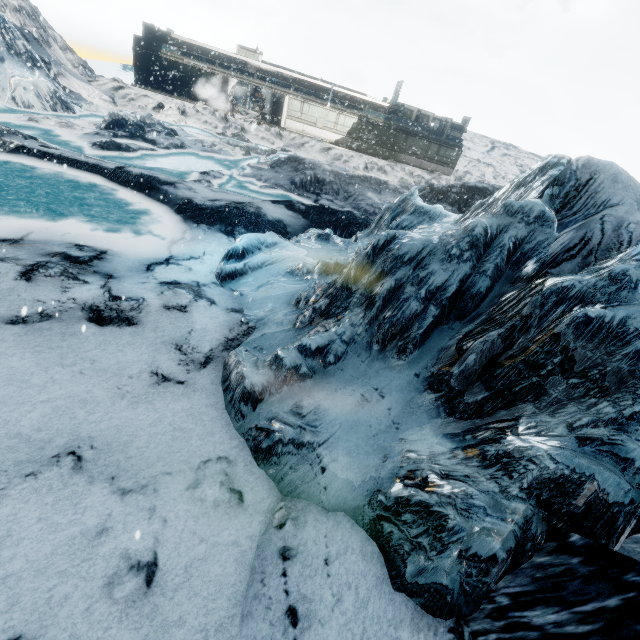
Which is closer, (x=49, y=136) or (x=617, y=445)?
(x=617, y=445)
